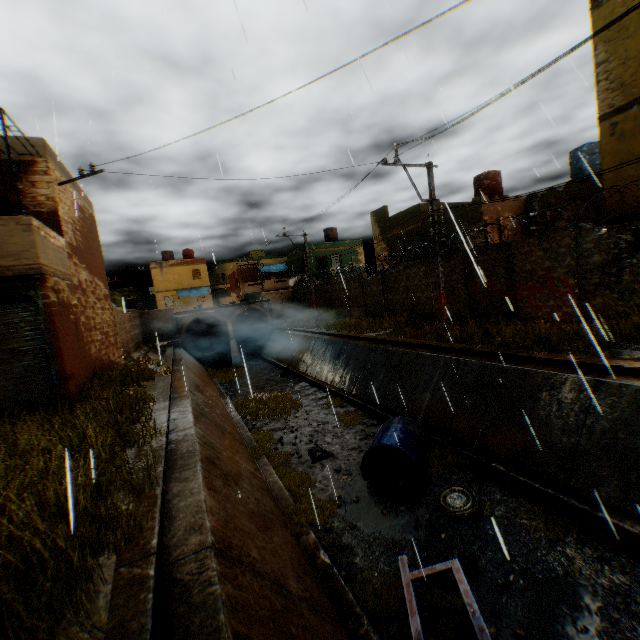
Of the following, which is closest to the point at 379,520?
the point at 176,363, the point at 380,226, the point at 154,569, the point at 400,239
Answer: the point at 154,569

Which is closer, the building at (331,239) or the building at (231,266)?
the building at (331,239)

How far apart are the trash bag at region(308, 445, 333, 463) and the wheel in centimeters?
343cm

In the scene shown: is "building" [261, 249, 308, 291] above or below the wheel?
above

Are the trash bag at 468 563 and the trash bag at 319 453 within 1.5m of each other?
no

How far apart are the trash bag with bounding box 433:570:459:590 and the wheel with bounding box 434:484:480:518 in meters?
1.0

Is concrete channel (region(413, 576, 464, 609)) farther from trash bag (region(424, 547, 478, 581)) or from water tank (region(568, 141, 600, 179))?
water tank (region(568, 141, 600, 179))

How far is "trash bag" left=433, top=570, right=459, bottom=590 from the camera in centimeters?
528cm
